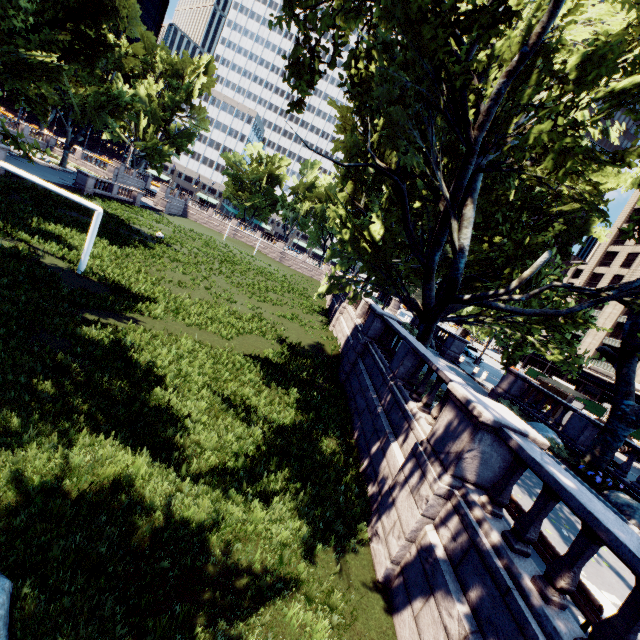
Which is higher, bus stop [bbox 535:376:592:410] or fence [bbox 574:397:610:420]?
bus stop [bbox 535:376:592:410]

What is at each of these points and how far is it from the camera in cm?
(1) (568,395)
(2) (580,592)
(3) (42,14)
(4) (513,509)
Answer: (1) bus stop, 2111
(2) bench, 482
(3) tree, 2167
(4) bench, 642

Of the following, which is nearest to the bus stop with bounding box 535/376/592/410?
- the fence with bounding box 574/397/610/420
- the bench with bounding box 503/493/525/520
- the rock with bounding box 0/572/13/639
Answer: the fence with bounding box 574/397/610/420

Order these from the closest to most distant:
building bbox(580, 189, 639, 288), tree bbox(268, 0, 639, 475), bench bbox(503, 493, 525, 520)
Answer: bench bbox(503, 493, 525, 520), tree bbox(268, 0, 639, 475), building bbox(580, 189, 639, 288)

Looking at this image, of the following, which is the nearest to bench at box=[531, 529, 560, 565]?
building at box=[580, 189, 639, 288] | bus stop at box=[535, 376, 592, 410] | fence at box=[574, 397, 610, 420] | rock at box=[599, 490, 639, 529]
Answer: rock at box=[599, 490, 639, 529]

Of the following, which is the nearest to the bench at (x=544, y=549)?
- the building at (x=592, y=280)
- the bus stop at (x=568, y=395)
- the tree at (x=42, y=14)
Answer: the tree at (x=42, y=14)

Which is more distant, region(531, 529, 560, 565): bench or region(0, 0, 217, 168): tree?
region(0, 0, 217, 168): tree

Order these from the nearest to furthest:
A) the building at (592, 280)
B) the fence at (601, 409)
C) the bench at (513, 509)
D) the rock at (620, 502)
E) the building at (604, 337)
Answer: the bench at (513, 509)
the rock at (620, 502)
the fence at (601, 409)
the building at (604, 337)
the building at (592, 280)
